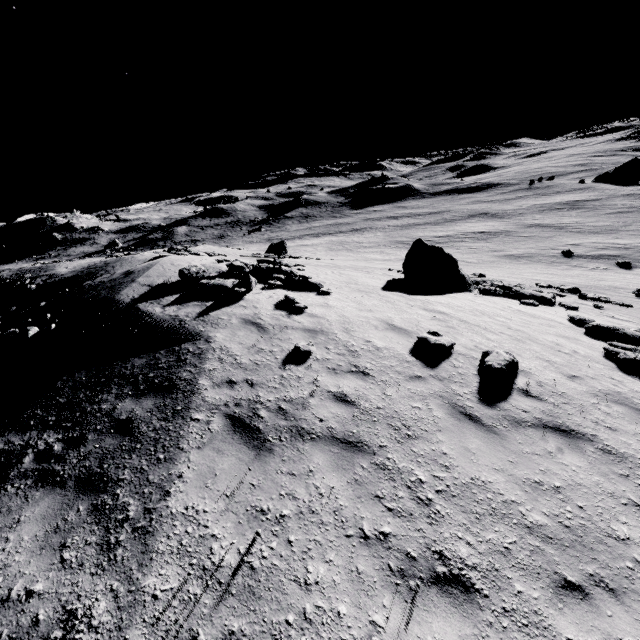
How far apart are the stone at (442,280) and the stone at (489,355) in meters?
8.7 m

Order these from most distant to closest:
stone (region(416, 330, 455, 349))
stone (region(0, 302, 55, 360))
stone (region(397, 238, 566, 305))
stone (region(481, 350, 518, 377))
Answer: stone (region(397, 238, 566, 305)) < stone (region(0, 302, 55, 360)) < stone (region(416, 330, 455, 349)) < stone (region(481, 350, 518, 377))

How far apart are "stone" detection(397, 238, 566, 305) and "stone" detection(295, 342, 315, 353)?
10.62m

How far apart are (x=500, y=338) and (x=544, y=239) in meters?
45.3

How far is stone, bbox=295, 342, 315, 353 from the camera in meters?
7.7 m

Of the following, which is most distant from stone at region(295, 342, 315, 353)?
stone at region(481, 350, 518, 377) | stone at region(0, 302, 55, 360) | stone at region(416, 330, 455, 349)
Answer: stone at region(0, 302, 55, 360)

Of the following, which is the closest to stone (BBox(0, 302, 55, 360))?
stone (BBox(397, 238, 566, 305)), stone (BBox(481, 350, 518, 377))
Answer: stone (BBox(481, 350, 518, 377))

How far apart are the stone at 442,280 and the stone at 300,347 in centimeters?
1062cm
